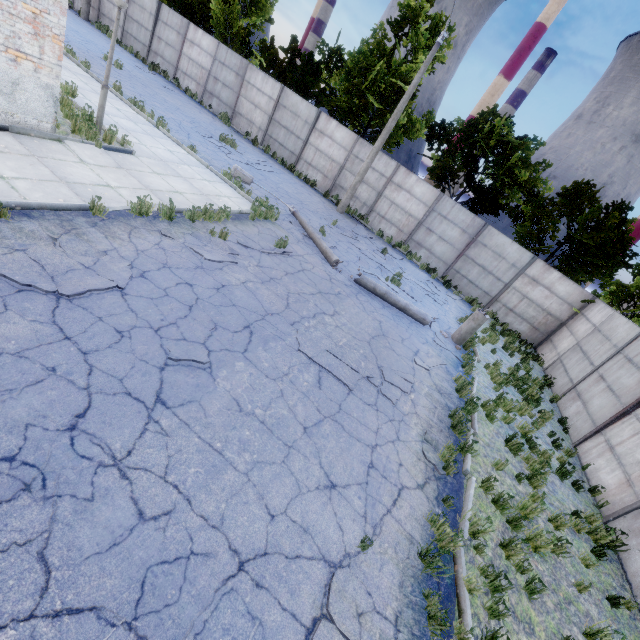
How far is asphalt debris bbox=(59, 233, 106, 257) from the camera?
5.3 meters

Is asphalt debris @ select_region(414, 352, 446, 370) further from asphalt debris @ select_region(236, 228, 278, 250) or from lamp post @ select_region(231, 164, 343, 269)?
asphalt debris @ select_region(236, 228, 278, 250)

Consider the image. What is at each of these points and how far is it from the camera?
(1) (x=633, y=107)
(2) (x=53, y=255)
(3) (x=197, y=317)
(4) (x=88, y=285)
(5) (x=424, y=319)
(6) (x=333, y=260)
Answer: (1) chimney, 59.97m
(2) asphalt debris, 5.06m
(3) asphalt debris, 5.62m
(4) asphalt debris, 4.92m
(5) lamp post, 11.09m
(6) lamp post, 10.95m

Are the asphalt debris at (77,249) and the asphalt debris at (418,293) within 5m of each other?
no

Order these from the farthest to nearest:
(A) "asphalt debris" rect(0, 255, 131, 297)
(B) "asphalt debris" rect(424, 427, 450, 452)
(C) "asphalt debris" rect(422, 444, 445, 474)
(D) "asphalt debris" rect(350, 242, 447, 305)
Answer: (D) "asphalt debris" rect(350, 242, 447, 305) < (B) "asphalt debris" rect(424, 427, 450, 452) < (C) "asphalt debris" rect(422, 444, 445, 474) < (A) "asphalt debris" rect(0, 255, 131, 297)

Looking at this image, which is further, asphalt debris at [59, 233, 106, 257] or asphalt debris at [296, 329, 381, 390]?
asphalt debris at [296, 329, 381, 390]

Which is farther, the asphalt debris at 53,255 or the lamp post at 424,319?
the lamp post at 424,319

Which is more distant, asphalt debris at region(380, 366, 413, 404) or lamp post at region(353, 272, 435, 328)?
lamp post at region(353, 272, 435, 328)
